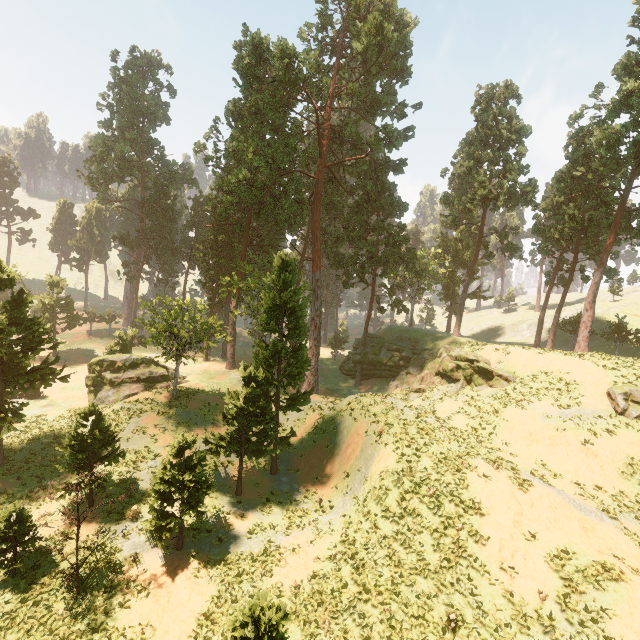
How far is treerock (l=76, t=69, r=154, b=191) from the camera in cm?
5581

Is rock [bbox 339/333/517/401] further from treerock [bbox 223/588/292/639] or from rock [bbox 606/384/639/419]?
rock [bbox 606/384/639/419]

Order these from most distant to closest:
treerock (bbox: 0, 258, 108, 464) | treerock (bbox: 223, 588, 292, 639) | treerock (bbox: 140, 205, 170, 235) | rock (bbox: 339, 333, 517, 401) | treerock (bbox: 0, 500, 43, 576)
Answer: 1. treerock (bbox: 140, 205, 170, 235)
2. rock (bbox: 339, 333, 517, 401)
3. treerock (bbox: 0, 258, 108, 464)
4. treerock (bbox: 0, 500, 43, 576)
5. treerock (bbox: 223, 588, 292, 639)

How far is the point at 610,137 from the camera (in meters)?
24.52

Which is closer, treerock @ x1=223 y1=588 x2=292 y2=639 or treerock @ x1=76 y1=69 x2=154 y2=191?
treerock @ x1=223 y1=588 x2=292 y2=639

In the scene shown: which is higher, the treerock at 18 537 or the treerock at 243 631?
the treerock at 243 631
